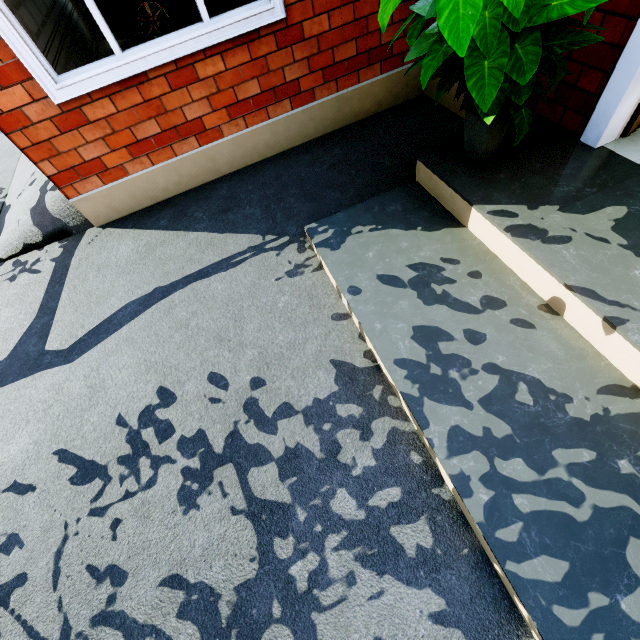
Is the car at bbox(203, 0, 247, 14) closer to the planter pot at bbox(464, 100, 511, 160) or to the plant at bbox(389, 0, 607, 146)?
the plant at bbox(389, 0, 607, 146)

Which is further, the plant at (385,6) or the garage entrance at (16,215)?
the garage entrance at (16,215)

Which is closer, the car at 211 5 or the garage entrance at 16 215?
the garage entrance at 16 215

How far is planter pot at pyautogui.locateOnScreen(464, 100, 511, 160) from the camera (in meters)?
2.03

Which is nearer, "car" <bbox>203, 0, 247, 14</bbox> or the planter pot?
the planter pot

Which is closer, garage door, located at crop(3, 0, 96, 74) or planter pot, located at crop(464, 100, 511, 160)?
planter pot, located at crop(464, 100, 511, 160)

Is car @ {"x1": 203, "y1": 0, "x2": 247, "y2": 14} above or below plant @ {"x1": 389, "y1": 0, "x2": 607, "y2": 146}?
below

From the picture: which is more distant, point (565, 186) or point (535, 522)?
point (565, 186)
